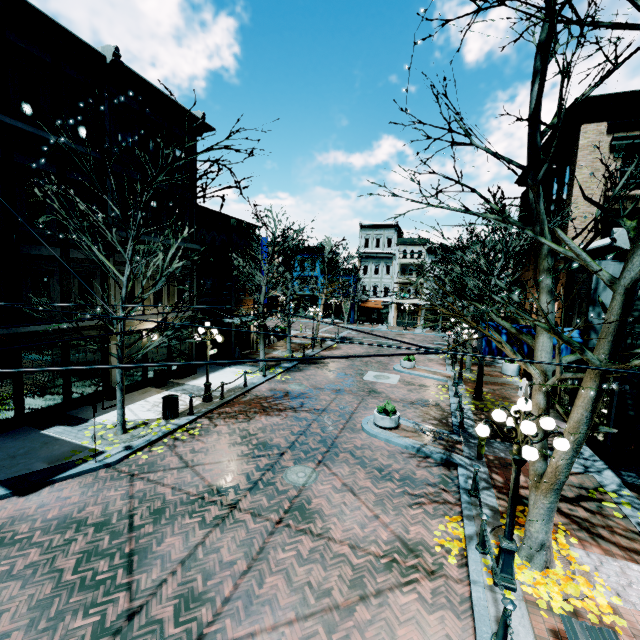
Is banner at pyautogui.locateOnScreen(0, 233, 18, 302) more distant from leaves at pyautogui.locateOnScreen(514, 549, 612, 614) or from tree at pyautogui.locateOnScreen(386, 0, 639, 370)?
leaves at pyautogui.locateOnScreen(514, 549, 612, 614)

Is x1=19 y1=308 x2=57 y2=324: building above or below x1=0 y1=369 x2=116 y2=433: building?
above

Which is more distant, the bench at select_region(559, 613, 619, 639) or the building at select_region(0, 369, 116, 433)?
the building at select_region(0, 369, 116, 433)

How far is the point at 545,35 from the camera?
6.5m

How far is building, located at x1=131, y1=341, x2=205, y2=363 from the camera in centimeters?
1600cm

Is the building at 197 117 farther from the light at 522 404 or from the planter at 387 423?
the planter at 387 423

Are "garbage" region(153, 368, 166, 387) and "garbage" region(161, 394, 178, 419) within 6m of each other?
yes

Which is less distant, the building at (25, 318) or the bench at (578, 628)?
the bench at (578, 628)
